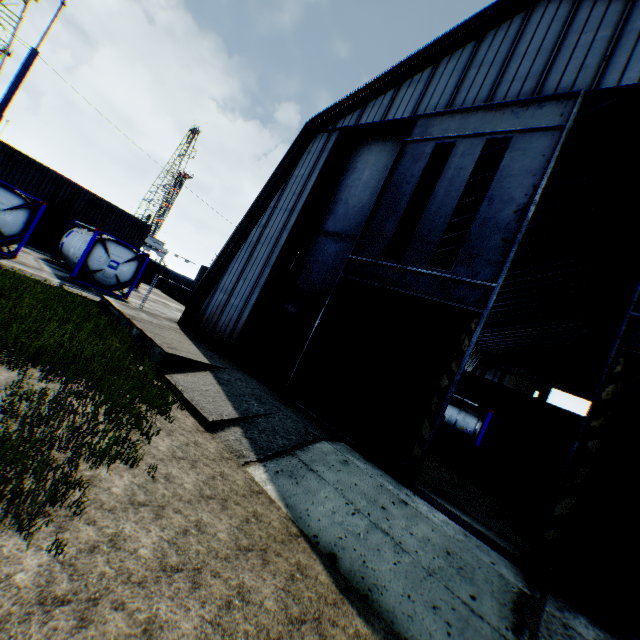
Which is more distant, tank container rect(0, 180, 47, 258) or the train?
tank container rect(0, 180, 47, 258)

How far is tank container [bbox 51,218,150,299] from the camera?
17.27m

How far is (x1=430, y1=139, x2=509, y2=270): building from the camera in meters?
15.4 m

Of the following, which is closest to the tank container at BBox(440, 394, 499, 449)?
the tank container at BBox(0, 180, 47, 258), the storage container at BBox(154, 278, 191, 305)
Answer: the storage container at BBox(154, 278, 191, 305)

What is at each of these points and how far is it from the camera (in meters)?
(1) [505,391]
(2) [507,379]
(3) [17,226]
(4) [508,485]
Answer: (1) storage container, 29.50
(2) hanging door, 47.88
(3) tank container, 14.95
(4) train, 12.71

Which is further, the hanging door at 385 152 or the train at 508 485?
the train at 508 485

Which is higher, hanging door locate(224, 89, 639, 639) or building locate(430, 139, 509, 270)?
building locate(430, 139, 509, 270)

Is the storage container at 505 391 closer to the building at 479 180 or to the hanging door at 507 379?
the building at 479 180
